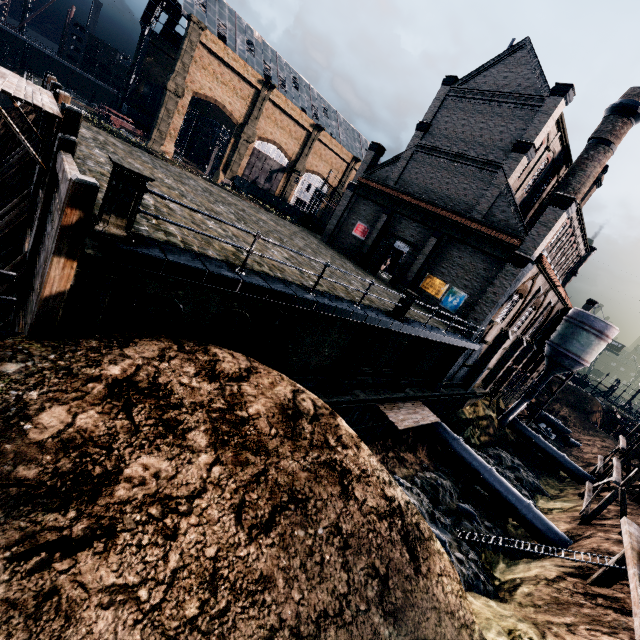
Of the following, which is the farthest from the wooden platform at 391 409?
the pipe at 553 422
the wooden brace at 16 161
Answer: the pipe at 553 422

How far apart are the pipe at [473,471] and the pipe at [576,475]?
18.44m

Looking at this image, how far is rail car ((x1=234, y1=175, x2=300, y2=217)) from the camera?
49.09m

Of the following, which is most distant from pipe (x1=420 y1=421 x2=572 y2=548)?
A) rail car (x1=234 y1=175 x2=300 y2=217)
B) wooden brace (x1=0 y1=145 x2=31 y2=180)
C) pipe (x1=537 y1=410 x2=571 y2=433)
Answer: rail car (x1=234 y1=175 x2=300 y2=217)

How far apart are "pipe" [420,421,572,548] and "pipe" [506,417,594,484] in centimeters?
→ 1844cm

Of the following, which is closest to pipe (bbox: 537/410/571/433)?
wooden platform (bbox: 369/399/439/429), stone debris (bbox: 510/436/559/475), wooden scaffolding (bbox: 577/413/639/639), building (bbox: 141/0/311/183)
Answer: stone debris (bbox: 510/436/559/475)

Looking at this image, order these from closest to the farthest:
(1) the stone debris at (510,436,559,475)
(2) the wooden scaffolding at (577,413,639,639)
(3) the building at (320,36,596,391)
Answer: (2) the wooden scaffolding at (577,413,639,639) → (3) the building at (320,36,596,391) → (1) the stone debris at (510,436,559,475)

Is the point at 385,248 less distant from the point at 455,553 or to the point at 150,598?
the point at 455,553
